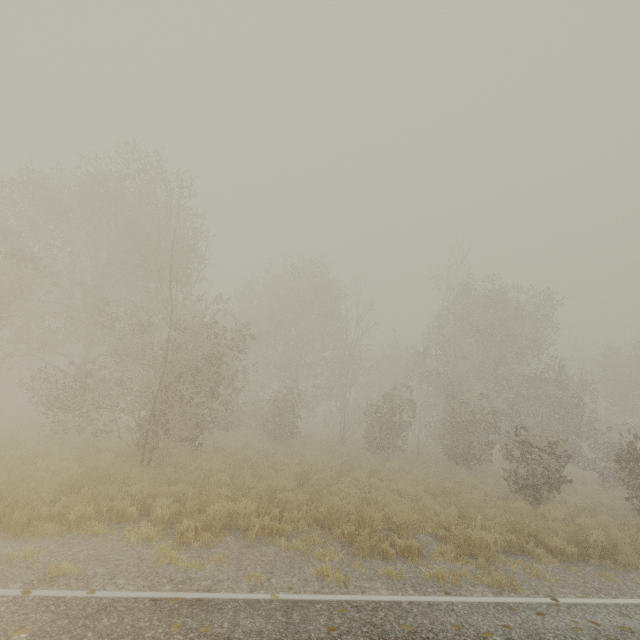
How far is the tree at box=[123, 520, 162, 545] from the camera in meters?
6.2

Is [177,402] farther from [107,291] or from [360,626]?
[107,291]

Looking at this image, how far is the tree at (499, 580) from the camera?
6.1 meters

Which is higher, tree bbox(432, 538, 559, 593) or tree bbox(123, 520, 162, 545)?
tree bbox(123, 520, 162, 545)
